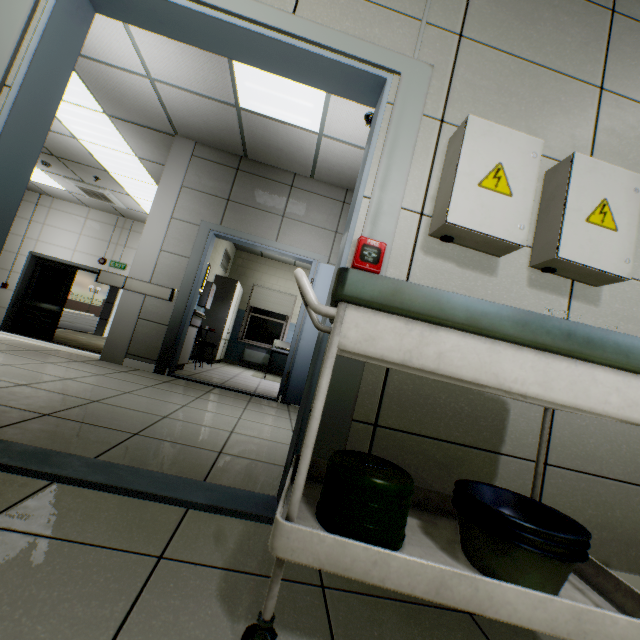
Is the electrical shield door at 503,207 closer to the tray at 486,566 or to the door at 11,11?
the door at 11,11

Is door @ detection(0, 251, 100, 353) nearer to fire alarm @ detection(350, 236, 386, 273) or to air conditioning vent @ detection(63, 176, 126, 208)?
air conditioning vent @ detection(63, 176, 126, 208)

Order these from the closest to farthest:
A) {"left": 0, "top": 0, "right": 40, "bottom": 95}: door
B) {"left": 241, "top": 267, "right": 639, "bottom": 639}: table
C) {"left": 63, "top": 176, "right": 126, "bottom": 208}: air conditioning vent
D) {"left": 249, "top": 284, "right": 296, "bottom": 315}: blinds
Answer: {"left": 241, "top": 267, "right": 639, "bottom": 639}: table → {"left": 0, "top": 0, "right": 40, "bottom": 95}: door → {"left": 63, "top": 176, "right": 126, "bottom": 208}: air conditioning vent → {"left": 249, "top": 284, "right": 296, "bottom": 315}: blinds

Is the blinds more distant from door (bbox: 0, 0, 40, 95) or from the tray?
the tray

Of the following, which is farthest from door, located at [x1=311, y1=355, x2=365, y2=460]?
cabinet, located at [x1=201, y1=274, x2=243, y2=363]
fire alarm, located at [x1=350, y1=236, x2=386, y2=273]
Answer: cabinet, located at [x1=201, y1=274, x2=243, y2=363]

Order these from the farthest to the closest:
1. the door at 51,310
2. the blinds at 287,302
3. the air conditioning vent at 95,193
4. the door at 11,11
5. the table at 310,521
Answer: the blinds at 287,302
the door at 51,310
the air conditioning vent at 95,193
the door at 11,11
the table at 310,521

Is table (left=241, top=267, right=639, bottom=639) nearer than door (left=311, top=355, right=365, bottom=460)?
Yes

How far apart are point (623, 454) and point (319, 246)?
3.93m
